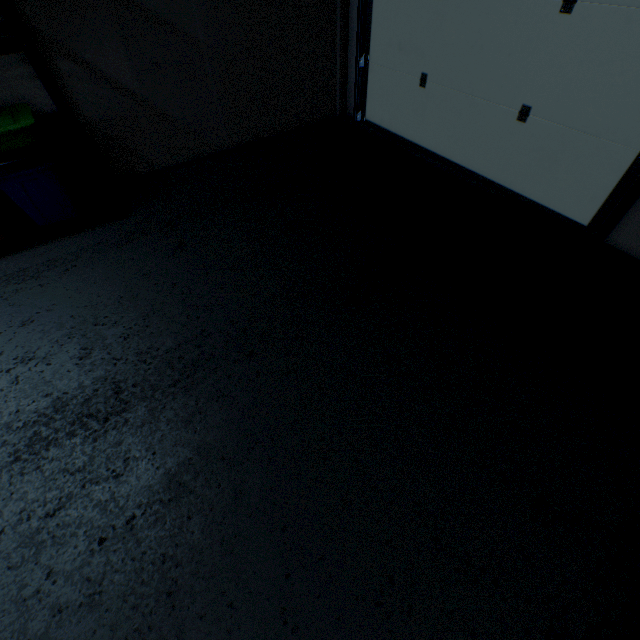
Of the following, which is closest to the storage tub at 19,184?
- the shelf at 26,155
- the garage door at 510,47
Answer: the shelf at 26,155

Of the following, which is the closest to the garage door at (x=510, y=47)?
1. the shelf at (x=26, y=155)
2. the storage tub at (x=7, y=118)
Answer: the shelf at (x=26, y=155)

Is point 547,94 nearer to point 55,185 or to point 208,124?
point 208,124

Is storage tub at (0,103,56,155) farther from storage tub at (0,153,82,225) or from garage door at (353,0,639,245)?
garage door at (353,0,639,245)

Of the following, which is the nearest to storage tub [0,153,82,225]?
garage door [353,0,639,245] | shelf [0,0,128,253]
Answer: shelf [0,0,128,253]

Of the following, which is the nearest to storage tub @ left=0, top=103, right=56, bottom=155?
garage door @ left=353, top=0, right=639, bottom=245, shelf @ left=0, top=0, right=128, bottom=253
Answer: shelf @ left=0, top=0, right=128, bottom=253
